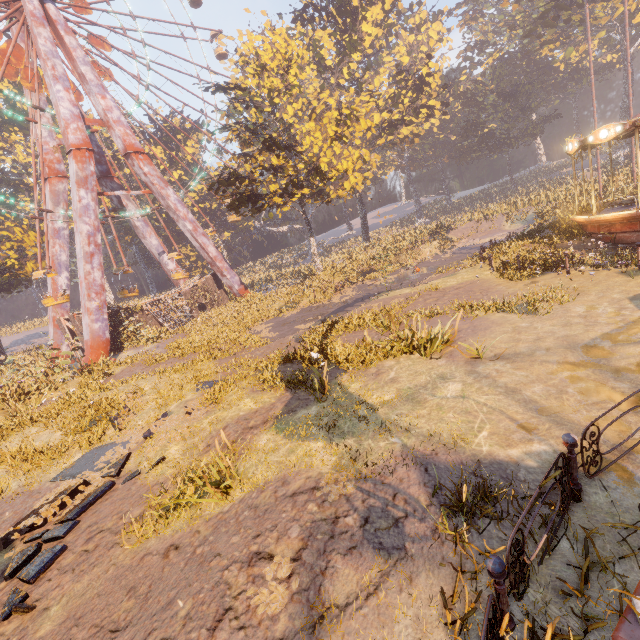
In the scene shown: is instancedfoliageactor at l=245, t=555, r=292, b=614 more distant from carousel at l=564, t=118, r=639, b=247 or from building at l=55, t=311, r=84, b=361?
building at l=55, t=311, r=84, b=361

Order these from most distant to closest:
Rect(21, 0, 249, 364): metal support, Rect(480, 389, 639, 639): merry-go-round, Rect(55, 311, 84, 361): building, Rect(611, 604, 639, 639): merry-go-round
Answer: Rect(55, 311, 84, 361): building
Rect(21, 0, 249, 364): metal support
Rect(480, 389, 639, 639): merry-go-round
Rect(611, 604, 639, 639): merry-go-round

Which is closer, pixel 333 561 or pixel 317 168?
pixel 333 561

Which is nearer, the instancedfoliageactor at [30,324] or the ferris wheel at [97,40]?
the ferris wheel at [97,40]

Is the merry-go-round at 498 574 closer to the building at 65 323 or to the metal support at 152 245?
the metal support at 152 245

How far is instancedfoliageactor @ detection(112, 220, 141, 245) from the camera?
51.41m

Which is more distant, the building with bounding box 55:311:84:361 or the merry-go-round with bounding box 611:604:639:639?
the building with bounding box 55:311:84:361

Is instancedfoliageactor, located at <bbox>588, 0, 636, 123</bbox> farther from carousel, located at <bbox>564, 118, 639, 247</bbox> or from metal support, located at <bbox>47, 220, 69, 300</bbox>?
metal support, located at <bbox>47, 220, 69, 300</bbox>
